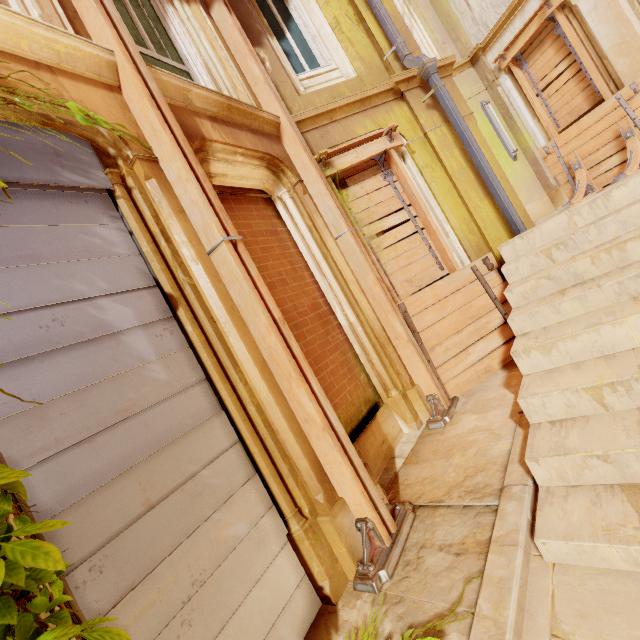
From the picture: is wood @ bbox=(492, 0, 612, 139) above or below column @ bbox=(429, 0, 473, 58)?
below

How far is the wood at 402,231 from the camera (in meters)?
4.70

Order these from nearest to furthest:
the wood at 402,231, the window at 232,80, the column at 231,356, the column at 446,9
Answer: the column at 231,356, the window at 232,80, the wood at 402,231, the column at 446,9

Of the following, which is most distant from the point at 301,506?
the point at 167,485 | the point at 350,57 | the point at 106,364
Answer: the point at 350,57

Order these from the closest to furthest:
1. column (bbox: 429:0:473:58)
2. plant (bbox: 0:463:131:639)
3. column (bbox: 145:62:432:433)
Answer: plant (bbox: 0:463:131:639)
column (bbox: 145:62:432:433)
column (bbox: 429:0:473:58)

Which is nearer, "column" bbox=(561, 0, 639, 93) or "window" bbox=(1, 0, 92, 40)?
"window" bbox=(1, 0, 92, 40)

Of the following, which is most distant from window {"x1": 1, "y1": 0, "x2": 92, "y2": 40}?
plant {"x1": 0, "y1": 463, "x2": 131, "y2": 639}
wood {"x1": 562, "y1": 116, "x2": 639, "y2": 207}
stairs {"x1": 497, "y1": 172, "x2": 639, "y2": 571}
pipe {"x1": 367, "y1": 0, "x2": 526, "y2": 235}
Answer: Result: wood {"x1": 562, "y1": 116, "x2": 639, "y2": 207}

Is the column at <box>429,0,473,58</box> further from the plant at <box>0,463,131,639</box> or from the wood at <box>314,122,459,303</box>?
the plant at <box>0,463,131,639</box>
